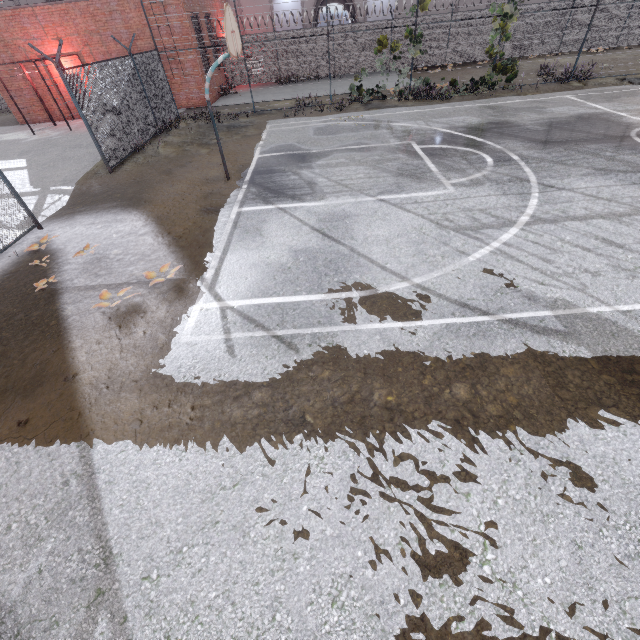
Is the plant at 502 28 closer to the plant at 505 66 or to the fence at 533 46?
the fence at 533 46

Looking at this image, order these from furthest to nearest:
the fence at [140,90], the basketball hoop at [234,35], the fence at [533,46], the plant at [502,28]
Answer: the fence at [533,46] < the plant at [502,28] < the fence at [140,90] < the basketball hoop at [234,35]

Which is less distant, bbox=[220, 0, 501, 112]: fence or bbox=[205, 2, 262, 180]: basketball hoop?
bbox=[205, 2, 262, 180]: basketball hoop

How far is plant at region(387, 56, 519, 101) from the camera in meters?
15.4 m

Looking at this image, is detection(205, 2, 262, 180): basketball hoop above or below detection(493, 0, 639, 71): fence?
above

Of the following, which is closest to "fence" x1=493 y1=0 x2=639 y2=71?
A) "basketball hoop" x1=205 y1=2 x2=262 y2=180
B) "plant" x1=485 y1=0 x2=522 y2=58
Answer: "plant" x1=485 y1=0 x2=522 y2=58

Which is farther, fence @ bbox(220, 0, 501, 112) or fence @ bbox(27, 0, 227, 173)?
fence @ bbox(220, 0, 501, 112)

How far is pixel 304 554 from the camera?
2.8 meters
